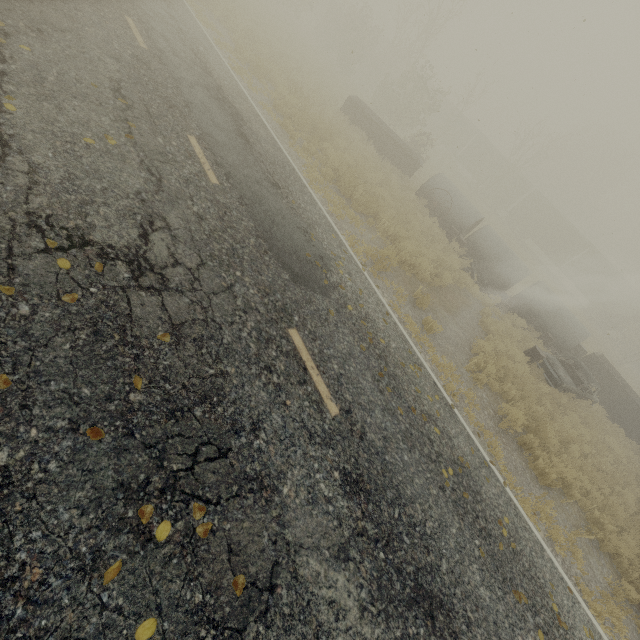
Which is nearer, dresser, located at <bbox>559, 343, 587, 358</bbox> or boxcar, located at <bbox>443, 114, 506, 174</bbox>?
dresser, located at <bbox>559, 343, 587, 358</bbox>

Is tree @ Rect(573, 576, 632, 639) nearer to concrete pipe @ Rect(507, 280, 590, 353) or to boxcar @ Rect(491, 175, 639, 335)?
concrete pipe @ Rect(507, 280, 590, 353)

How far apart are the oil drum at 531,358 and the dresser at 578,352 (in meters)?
5.58

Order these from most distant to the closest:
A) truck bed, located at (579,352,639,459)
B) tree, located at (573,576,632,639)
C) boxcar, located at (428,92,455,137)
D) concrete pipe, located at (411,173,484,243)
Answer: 1. boxcar, located at (428,92,455,137)
2. concrete pipe, located at (411,173,484,243)
3. truck bed, located at (579,352,639,459)
4. tree, located at (573,576,632,639)

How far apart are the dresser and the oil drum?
5.6m

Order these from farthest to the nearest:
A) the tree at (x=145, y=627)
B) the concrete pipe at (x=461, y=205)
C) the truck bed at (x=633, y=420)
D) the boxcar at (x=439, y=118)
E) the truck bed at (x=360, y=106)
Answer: the boxcar at (x=439, y=118), the truck bed at (x=360, y=106), the concrete pipe at (x=461, y=205), the truck bed at (x=633, y=420), the tree at (x=145, y=627)

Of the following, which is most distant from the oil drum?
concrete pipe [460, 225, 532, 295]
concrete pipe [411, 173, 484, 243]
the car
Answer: concrete pipe [411, 173, 484, 243]

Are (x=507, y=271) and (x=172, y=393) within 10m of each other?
no
